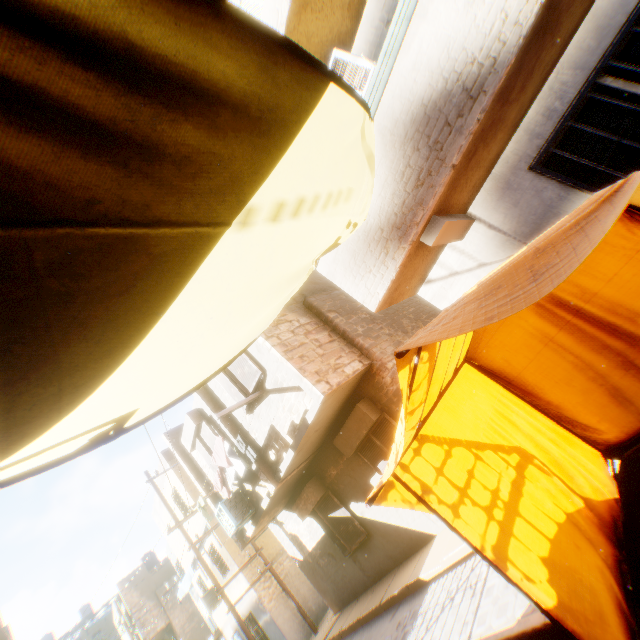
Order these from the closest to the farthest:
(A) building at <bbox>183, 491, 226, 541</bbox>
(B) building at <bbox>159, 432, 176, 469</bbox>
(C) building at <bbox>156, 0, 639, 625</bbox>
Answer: (C) building at <bbox>156, 0, 639, 625</bbox> → (A) building at <bbox>183, 491, 226, 541</bbox> → (B) building at <bbox>159, 432, 176, 469</bbox>

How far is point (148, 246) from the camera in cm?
183

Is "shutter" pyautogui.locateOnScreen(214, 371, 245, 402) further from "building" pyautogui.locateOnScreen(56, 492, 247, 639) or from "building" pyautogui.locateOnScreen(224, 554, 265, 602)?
"building" pyautogui.locateOnScreen(56, 492, 247, 639)

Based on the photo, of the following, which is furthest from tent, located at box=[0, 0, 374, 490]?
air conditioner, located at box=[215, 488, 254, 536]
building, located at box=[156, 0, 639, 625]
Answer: air conditioner, located at box=[215, 488, 254, 536]

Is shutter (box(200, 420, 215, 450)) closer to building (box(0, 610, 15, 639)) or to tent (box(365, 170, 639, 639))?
building (box(0, 610, 15, 639))

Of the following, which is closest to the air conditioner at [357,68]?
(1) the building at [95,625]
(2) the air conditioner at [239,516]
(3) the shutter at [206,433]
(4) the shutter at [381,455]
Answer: (4) the shutter at [381,455]

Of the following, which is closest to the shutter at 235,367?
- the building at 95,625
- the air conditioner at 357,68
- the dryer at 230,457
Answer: the dryer at 230,457

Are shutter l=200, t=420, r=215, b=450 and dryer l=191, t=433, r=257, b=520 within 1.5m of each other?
yes
